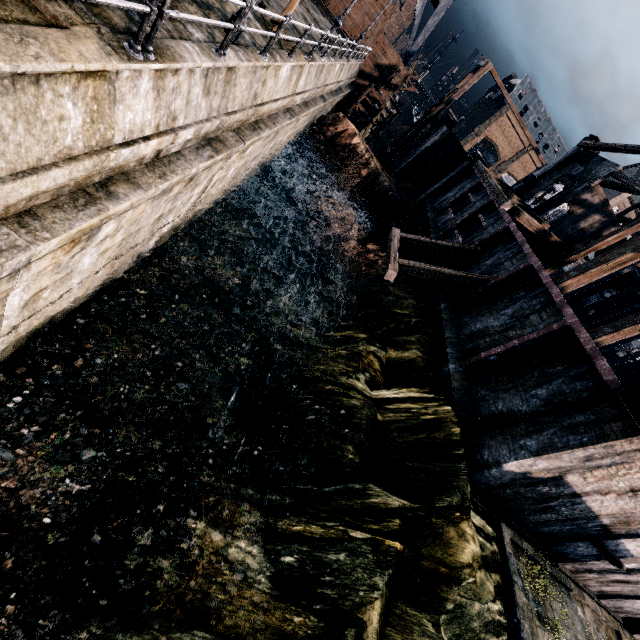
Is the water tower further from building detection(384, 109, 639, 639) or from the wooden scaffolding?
building detection(384, 109, 639, 639)

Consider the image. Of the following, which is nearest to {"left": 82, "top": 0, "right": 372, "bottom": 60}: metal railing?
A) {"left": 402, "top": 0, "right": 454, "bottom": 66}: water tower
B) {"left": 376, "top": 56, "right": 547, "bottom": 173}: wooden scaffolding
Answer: {"left": 376, "top": 56, "right": 547, "bottom": 173}: wooden scaffolding

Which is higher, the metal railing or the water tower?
the water tower

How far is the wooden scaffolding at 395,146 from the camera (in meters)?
A: 29.28

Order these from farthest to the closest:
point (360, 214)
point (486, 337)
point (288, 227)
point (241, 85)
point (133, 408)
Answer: point (360, 214), point (288, 227), point (486, 337), point (133, 408), point (241, 85)

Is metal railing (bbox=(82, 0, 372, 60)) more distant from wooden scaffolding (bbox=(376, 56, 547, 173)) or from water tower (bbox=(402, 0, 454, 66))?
water tower (bbox=(402, 0, 454, 66))

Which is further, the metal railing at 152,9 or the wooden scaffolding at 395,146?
the wooden scaffolding at 395,146
